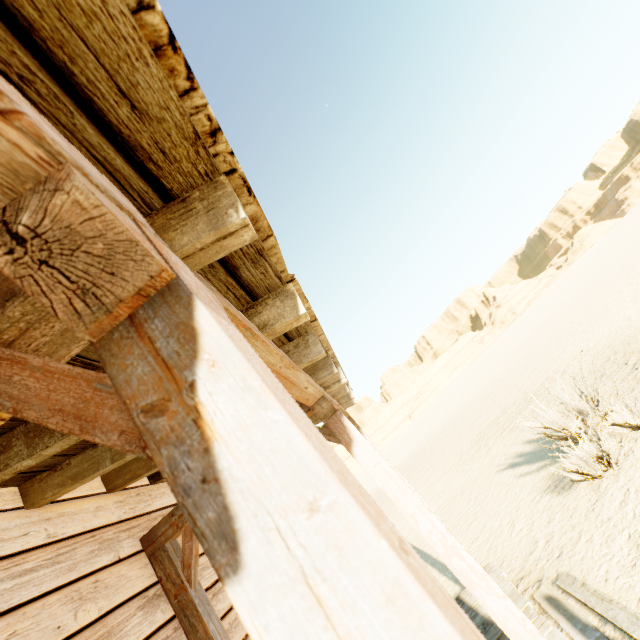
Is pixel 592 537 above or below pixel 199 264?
below
